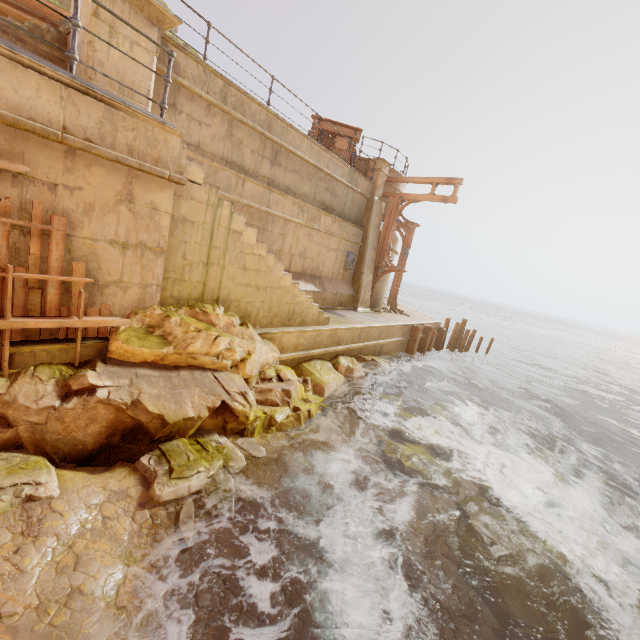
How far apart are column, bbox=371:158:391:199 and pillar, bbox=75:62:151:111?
9.8 meters

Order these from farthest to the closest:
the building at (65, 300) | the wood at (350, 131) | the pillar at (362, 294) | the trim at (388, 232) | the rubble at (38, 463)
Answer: the trim at (388, 232)
the pillar at (362, 294)
the wood at (350, 131)
the building at (65, 300)
the rubble at (38, 463)

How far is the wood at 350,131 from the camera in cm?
1414

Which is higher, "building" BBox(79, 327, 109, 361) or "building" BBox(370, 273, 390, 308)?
"building" BBox(370, 273, 390, 308)

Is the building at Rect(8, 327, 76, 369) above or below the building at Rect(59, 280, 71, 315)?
below

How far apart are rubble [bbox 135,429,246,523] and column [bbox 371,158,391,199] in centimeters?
1251cm

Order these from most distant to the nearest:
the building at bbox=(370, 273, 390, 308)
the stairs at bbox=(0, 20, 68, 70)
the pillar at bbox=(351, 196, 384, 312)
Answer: the building at bbox=(370, 273, 390, 308) < the pillar at bbox=(351, 196, 384, 312) < the stairs at bbox=(0, 20, 68, 70)

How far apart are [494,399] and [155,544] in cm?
1483
